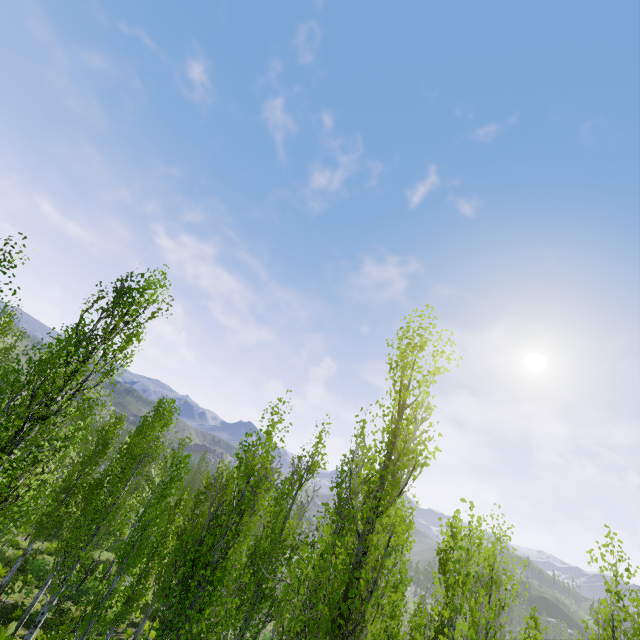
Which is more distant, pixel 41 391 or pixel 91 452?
pixel 91 452
